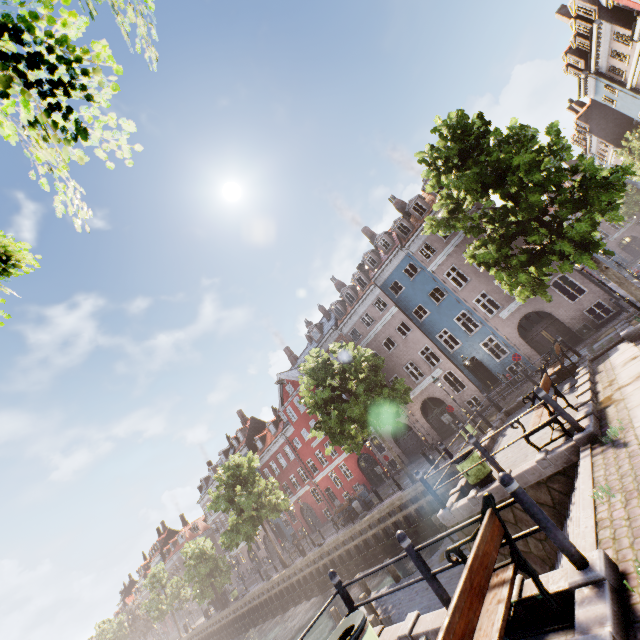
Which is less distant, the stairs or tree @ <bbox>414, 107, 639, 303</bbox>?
the stairs

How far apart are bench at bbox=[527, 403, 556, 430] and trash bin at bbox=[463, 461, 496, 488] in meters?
1.6 m

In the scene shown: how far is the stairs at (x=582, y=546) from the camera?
4.12m

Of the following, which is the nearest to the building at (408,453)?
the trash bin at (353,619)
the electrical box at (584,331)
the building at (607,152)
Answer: the electrical box at (584,331)

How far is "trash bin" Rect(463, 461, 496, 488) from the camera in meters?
8.5 m

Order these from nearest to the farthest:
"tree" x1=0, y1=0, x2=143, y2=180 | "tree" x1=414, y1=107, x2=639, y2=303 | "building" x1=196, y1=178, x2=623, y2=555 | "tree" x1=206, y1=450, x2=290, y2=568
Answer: "tree" x1=0, y1=0, x2=143, y2=180 → "tree" x1=414, y1=107, x2=639, y2=303 → "building" x1=196, y1=178, x2=623, y2=555 → "tree" x1=206, y1=450, x2=290, y2=568

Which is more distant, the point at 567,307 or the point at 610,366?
the point at 567,307

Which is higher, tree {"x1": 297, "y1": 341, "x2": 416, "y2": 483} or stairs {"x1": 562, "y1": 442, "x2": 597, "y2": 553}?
tree {"x1": 297, "y1": 341, "x2": 416, "y2": 483}
